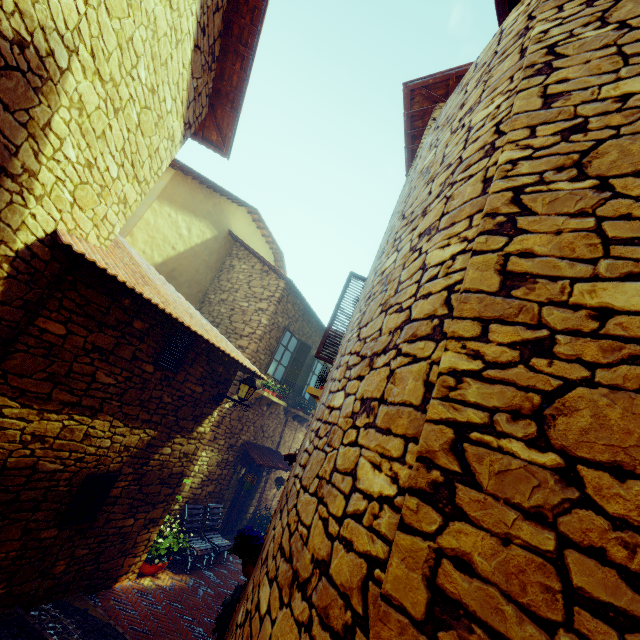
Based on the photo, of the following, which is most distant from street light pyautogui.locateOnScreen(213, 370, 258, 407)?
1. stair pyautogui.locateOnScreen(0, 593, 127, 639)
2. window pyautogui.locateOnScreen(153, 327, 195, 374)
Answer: stair pyautogui.locateOnScreen(0, 593, 127, 639)

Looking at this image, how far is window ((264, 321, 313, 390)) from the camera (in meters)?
9.75

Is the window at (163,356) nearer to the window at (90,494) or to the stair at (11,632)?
the window at (90,494)

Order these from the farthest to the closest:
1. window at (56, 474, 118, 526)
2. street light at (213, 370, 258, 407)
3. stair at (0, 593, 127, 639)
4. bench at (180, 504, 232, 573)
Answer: bench at (180, 504, 232, 573)
street light at (213, 370, 258, 407)
window at (56, 474, 118, 526)
stair at (0, 593, 127, 639)

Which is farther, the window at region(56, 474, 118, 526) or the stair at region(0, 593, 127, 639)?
the window at region(56, 474, 118, 526)

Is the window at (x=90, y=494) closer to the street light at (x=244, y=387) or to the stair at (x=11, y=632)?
the stair at (x=11, y=632)

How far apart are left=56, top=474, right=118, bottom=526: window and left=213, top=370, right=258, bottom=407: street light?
2.2 meters

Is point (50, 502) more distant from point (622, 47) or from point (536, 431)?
point (622, 47)
